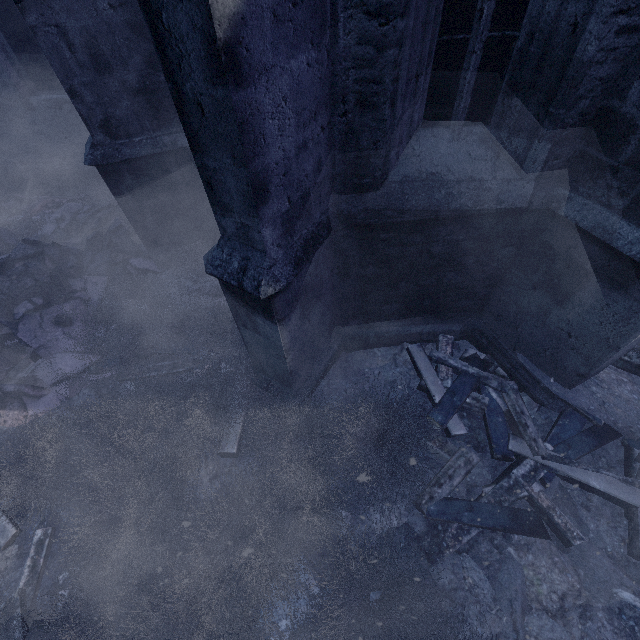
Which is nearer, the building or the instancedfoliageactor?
the building

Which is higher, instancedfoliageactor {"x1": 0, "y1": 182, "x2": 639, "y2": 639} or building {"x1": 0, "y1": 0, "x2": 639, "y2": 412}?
building {"x1": 0, "y1": 0, "x2": 639, "y2": 412}

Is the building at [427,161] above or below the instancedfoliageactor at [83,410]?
above

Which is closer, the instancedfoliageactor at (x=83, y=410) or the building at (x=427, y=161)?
the building at (x=427, y=161)

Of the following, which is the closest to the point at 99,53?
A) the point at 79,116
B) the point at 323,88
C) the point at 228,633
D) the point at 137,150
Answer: the point at 137,150
